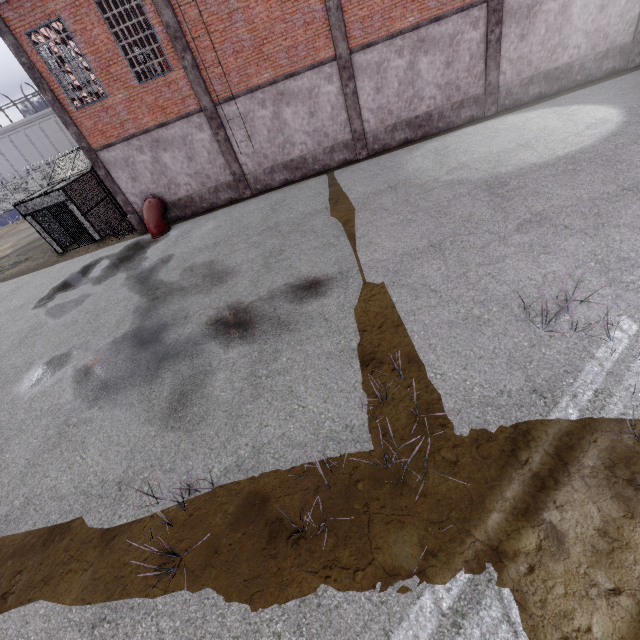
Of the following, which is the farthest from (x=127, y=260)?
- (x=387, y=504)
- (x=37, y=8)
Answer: (x=387, y=504)

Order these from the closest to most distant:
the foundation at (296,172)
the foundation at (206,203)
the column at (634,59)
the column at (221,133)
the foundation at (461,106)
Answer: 1. the column at (221,133)
2. the column at (634,59)
3. the foundation at (461,106)
4. the foundation at (296,172)
5. the foundation at (206,203)

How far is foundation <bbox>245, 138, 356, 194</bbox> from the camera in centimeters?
1516cm

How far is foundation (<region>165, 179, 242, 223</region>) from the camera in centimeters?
1594cm

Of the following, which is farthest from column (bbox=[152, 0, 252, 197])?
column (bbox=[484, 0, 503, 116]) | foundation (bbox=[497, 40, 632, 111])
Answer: foundation (bbox=[497, 40, 632, 111])

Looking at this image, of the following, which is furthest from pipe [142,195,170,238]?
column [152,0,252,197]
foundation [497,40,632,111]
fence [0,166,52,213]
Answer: fence [0,166,52,213]

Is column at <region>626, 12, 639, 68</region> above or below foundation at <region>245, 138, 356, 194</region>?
below

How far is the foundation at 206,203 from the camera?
15.9 meters
